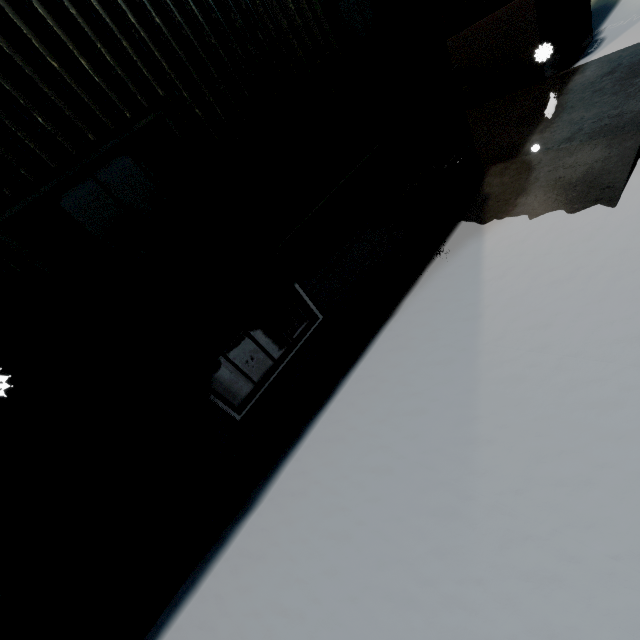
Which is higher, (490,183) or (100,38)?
(100,38)
